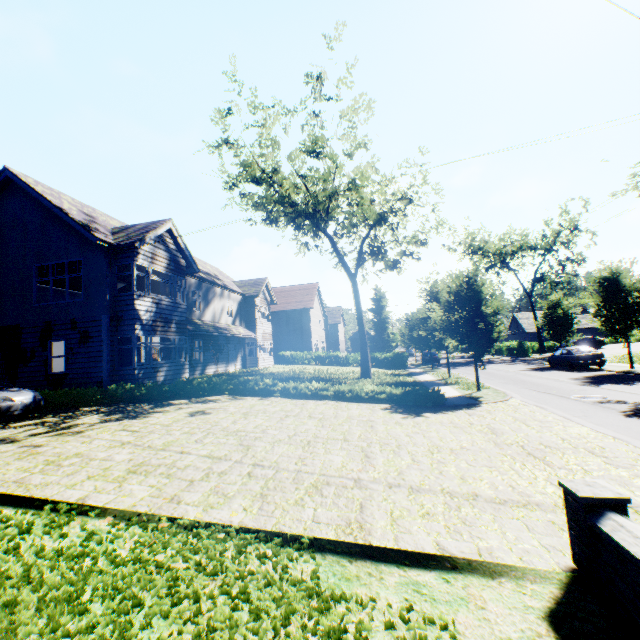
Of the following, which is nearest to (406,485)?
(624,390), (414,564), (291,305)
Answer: (414,564)

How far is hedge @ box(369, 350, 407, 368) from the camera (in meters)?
34.91

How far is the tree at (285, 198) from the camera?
19.61m

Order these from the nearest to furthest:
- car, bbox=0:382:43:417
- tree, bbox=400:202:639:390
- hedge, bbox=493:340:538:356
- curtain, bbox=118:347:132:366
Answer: car, bbox=0:382:43:417, curtain, bbox=118:347:132:366, tree, bbox=400:202:639:390, hedge, bbox=493:340:538:356

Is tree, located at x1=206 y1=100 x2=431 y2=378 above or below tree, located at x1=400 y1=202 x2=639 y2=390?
above

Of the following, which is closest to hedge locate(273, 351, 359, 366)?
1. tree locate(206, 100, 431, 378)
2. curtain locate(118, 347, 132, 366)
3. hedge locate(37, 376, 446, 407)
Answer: tree locate(206, 100, 431, 378)

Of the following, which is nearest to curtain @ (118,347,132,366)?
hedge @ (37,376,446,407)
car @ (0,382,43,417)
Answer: hedge @ (37,376,446,407)

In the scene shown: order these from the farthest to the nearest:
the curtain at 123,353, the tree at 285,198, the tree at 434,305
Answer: the tree at 285,198, the tree at 434,305, the curtain at 123,353
